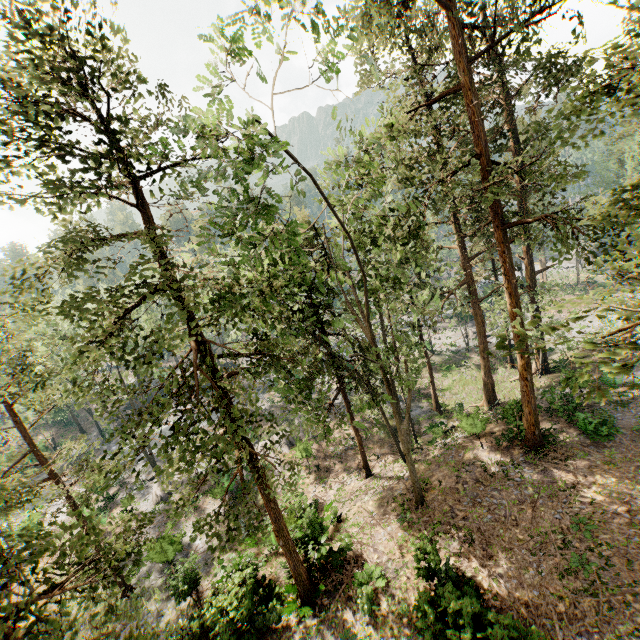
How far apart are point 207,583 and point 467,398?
24.59m

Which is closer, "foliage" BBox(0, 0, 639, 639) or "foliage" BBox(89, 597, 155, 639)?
"foliage" BBox(89, 597, 155, 639)

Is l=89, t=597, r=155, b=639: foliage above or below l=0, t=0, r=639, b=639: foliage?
below

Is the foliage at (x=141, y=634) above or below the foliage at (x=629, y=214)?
below

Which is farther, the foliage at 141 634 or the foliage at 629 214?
the foliage at 629 214
